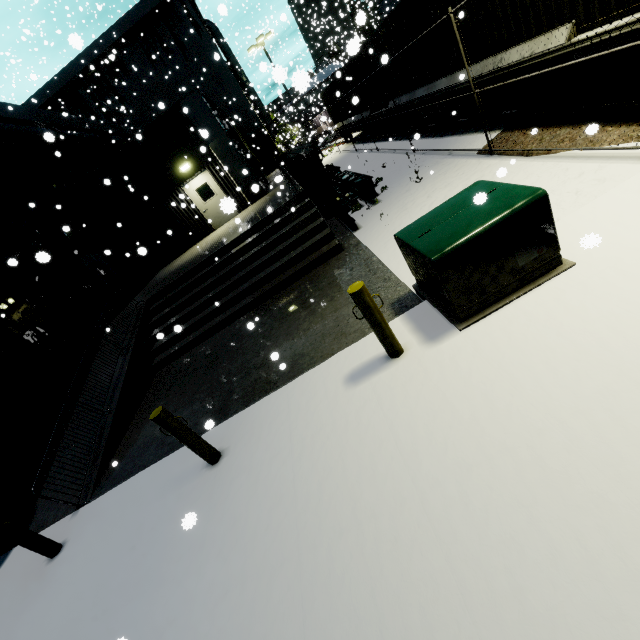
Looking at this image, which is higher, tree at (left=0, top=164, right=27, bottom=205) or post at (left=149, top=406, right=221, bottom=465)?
tree at (left=0, top=164, right=27, bottom=205)

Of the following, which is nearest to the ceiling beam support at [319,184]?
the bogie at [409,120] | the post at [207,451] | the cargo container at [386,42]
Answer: the cargo container at [386,42]

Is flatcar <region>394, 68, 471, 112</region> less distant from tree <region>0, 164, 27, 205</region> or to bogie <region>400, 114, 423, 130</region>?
bogie <region>400, 114, 423, 130</region>

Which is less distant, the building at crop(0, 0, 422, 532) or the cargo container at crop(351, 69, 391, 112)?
the building at crop(0, 0, 422, 532)

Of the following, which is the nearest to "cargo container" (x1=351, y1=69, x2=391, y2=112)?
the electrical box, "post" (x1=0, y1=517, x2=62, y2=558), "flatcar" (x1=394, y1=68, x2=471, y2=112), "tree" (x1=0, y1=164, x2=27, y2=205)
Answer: "flatcar" (x1=394, y1=68, x2=471, y2=112)

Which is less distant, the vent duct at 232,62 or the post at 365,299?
the post at 365,299

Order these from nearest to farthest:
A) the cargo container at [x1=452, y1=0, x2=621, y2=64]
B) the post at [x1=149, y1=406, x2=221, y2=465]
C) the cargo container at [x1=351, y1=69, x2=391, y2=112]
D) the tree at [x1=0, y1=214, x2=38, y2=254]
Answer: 1. the post at [x1=149, y1=406, x2=221, y2=465]
2. the cargo container at [x1=452, y1=0, x2=621, y2=64]
3. the tree at [x1=0, y1=214, x2=38, y2=254]
4. the cargo container at [x1=351, y1=69, x2=391, y2=112]

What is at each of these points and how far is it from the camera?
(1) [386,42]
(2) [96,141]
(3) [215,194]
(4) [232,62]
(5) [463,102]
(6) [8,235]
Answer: (1) cargo container, 11.85m
(2) pipe, 18.55m
(3) door, 15.76m
(4) vent duct, 34.88m
(5) flatcar, 9.52m
(6) tree, 11.55m
